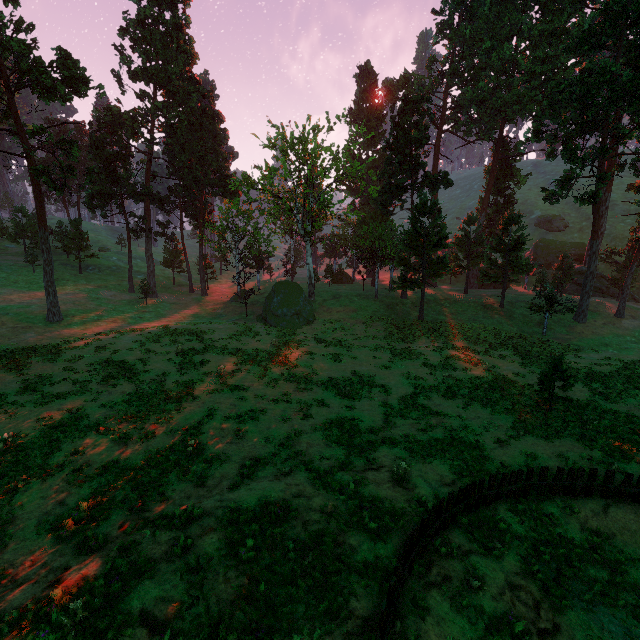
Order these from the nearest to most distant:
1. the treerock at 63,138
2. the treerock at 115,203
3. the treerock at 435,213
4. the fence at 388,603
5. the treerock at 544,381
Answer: the fence at 388,603 < the treerock at 544,381 < the treerock at 63,138 < the treerock at 435,213 < the treerock at 115,203

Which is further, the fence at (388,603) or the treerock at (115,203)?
the treerock at (115,203)

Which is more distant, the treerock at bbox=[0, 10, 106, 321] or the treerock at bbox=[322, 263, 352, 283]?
the treerock at bbox=[322, 263, 352, 283]

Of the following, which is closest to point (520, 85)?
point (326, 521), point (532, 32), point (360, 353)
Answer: point (532, 32)

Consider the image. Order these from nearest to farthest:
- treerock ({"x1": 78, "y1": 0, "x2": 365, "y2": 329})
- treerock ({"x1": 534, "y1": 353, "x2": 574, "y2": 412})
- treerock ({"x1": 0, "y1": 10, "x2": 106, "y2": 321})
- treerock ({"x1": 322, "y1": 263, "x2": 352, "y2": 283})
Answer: treerock ({"x1": 534, "y1": 353, "x2": 574, "y2": 412}) < treerock ({"x1": 0, "y1": 10, "x2": 106, "y2": 321}) < treerock ({"x1": 78, "y1": 0, "x2": 365, "y2": 329}) < treerock ({"x1": 322, "y1": 263, "x2": 352, "y2": 283})

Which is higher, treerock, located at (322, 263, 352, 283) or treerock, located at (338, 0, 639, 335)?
treerock, located at (338, 0, 639, 335)

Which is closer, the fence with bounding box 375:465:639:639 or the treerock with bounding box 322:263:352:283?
the fence with bounding box 375:465:639:639
